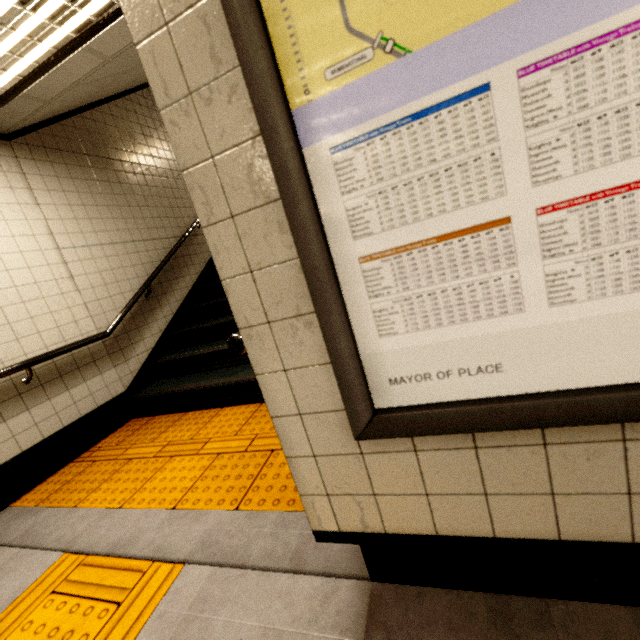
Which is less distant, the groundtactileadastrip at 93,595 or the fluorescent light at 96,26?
the groundtactileadastrip at 93,595

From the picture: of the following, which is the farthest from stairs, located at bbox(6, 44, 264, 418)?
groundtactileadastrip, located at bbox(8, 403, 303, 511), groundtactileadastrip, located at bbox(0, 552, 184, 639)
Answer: groundtactileadastrip, located at bbox(0, 552, 184, 639)

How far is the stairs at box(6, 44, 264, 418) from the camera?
3.2 meters

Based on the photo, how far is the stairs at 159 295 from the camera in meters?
3.2

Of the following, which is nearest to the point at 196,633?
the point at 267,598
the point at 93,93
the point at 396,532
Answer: the point at 267,598

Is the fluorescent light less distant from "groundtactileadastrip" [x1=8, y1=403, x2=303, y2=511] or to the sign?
the sign

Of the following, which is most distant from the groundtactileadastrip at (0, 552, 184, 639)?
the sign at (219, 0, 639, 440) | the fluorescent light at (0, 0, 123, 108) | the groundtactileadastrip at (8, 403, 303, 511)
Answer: the fluorescent light at (0, 0, 123, 108)

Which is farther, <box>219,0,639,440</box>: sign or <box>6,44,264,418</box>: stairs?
<box>6,44,264,418</box>: stairs
